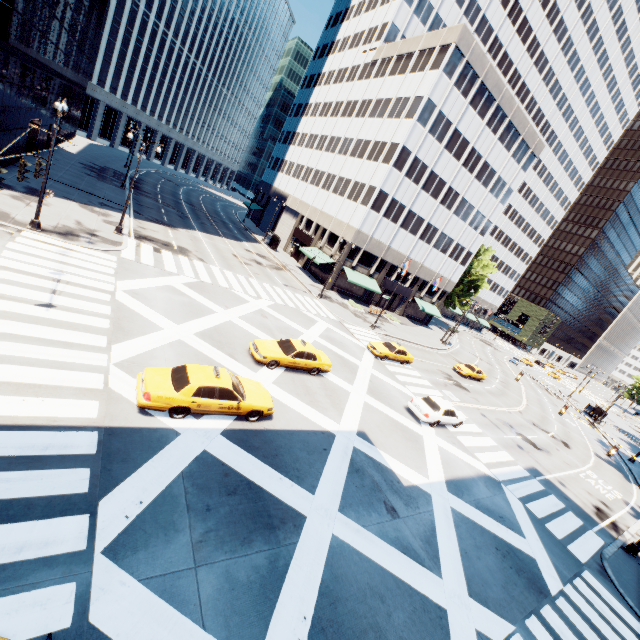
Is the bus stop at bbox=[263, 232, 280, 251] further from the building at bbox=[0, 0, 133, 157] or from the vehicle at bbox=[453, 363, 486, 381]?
the vehicle at bbox=[453, 363, 486, 381]

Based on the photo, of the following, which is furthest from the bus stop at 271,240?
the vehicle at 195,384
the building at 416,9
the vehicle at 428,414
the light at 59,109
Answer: the vehicle at 195,384

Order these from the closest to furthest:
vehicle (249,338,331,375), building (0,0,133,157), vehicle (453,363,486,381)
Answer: vehicle (249,338,331,375) → building (0,0,133,157) → vehicle (453,363,486,381)

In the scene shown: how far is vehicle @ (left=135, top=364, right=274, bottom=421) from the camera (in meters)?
10.85

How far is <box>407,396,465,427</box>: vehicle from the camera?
20.37m

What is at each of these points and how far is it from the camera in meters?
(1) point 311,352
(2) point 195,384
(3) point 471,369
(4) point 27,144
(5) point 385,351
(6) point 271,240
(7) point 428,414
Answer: (1) vehicle, 18.8 m
(2) vehicle, 11.4 m
(3) vehicle, 37.9 m
(4) building, 32.8 m
(5) vehicle, 28.2 m
(6) bus stop, 53.8 m
(7) vehicle, 20.2 m

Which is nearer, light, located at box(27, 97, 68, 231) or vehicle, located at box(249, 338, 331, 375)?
light, located at box(27, 97, 68, 231)

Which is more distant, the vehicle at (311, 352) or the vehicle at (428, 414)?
the vehicle at (428, 414)
